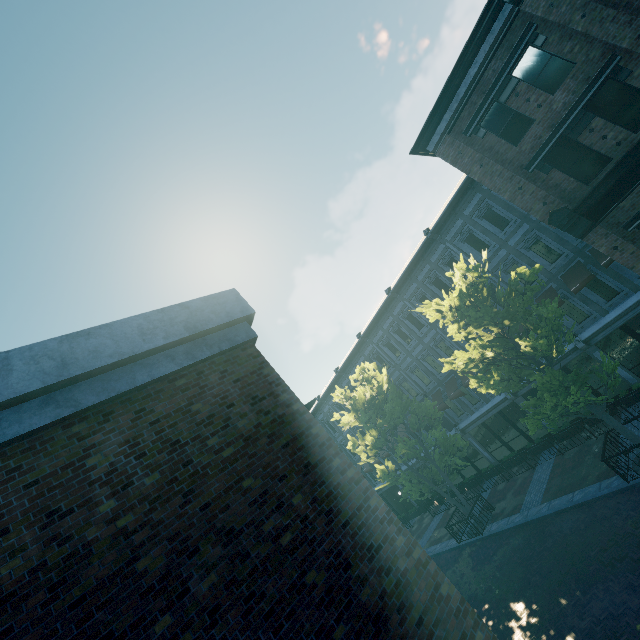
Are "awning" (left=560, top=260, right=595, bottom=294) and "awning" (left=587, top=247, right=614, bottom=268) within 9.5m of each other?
yes

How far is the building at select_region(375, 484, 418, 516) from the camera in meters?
29.4 m

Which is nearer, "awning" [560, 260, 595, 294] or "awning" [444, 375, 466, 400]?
"awning" [560, 260, 595, 294]

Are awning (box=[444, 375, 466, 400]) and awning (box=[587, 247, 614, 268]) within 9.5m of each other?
no

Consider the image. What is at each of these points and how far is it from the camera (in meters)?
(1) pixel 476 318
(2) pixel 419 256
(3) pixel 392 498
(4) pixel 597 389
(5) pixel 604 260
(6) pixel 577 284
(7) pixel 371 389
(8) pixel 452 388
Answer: (1) tree, 12.86
(2) building, 20.88
(3) building, 30.80
(4) building, 16.91
(5) awning, 14.41
(6) awning, 15.30
(7) tree, 19.69
(8) awning, 21.91

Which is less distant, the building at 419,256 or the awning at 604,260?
the building at 419,256

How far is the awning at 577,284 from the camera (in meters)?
15.00

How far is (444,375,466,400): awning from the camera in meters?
21.4 m
